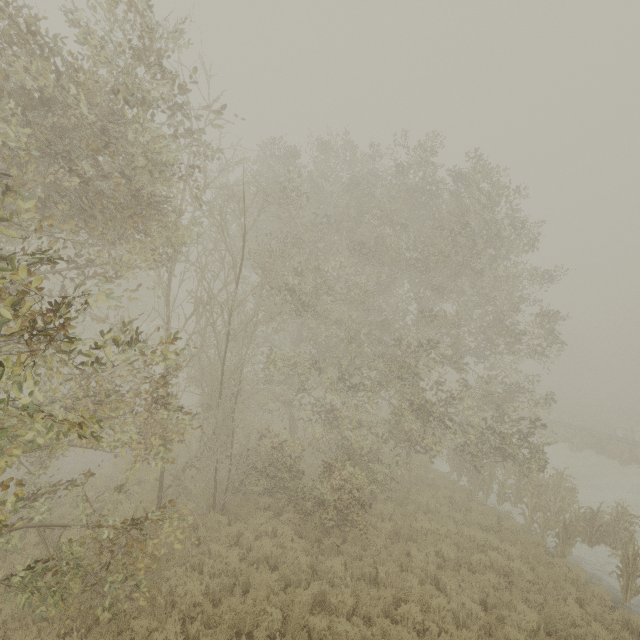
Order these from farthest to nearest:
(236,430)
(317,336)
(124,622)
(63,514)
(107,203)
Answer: (236,430) → (317,336) → (63,514) → (124,622) → (107,203)
